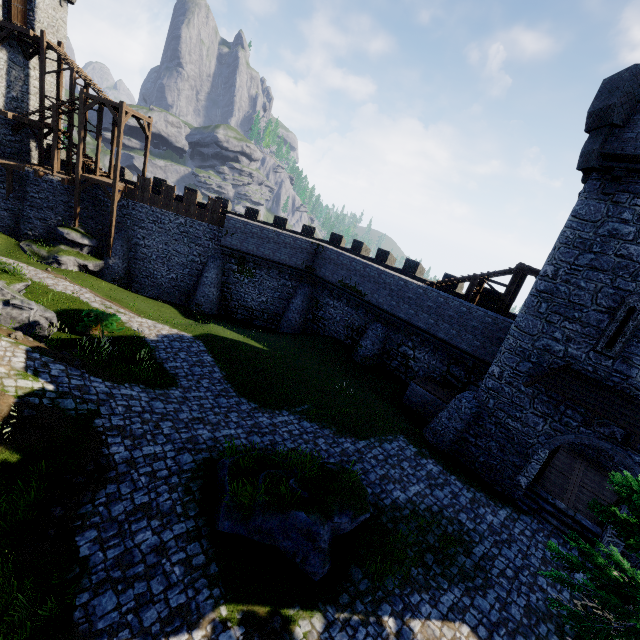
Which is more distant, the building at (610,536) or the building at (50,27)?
the building at (50,27)

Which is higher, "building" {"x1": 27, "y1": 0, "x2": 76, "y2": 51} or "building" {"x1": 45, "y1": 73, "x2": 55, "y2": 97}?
"building" {"x1": 27, "y1": 0, "x2": 76, "y2": 51}

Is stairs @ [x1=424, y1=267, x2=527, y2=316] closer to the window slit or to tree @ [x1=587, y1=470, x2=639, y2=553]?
the window slit

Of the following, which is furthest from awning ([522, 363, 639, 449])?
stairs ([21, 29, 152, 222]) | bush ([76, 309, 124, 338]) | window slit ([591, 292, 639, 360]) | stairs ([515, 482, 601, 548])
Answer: stairs ([21, 29, 152, 222])

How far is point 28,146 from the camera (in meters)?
28.09

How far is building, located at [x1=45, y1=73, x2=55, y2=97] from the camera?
28.2m

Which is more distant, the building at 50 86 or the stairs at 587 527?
the building at 50 86

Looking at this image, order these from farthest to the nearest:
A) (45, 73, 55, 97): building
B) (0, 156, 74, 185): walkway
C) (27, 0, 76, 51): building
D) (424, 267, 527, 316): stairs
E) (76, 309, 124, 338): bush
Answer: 1. (45, 73, 55, 97): building
2. (27, 0, 76, 51): building
3. (0, 156, 74, 185): walkway
4. (424, 267, 527, 316): stairs
5. (76, 309, 124, 338): bush
